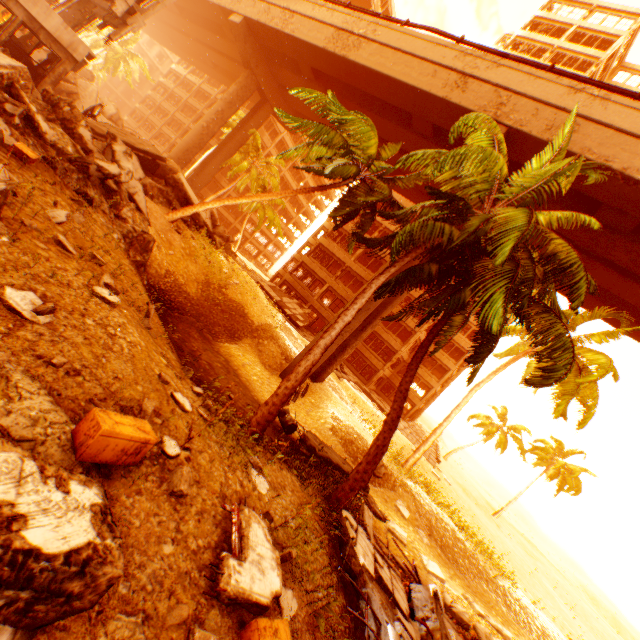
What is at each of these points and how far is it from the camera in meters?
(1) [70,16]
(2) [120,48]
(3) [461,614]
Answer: (1) pillar, 15.4
(2) rubble, 36.2
(3) rubble, 10.4

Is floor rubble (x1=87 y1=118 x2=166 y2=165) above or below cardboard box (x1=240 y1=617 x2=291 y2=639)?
above

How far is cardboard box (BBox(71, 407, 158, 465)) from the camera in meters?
3.2 m

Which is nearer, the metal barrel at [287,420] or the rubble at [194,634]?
the rubble at [194,634]

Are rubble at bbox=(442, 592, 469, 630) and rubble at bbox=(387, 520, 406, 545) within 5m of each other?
yes

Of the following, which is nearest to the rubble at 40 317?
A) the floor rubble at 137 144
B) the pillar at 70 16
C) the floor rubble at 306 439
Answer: the floor rubble at 306 439

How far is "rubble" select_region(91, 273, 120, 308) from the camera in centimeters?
555cm

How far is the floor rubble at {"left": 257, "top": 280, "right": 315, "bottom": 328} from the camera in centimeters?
3180cm
